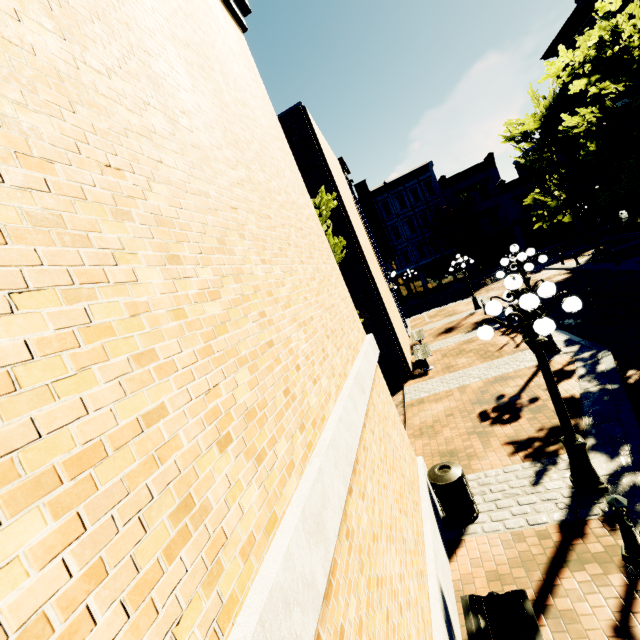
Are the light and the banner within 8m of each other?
no

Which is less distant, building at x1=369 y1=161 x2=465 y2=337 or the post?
the post

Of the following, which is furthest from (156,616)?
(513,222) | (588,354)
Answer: (513,222)

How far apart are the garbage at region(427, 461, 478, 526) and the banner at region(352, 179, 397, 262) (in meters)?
15.20

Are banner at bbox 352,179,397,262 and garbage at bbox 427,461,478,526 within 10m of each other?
no

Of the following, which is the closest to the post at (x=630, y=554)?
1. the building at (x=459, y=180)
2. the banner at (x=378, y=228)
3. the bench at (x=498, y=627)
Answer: the bench at (x=498, y=627)

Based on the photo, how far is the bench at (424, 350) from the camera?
13.34m

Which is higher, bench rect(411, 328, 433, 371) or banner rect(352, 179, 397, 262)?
banner rect(352, 179, 397, 262)
